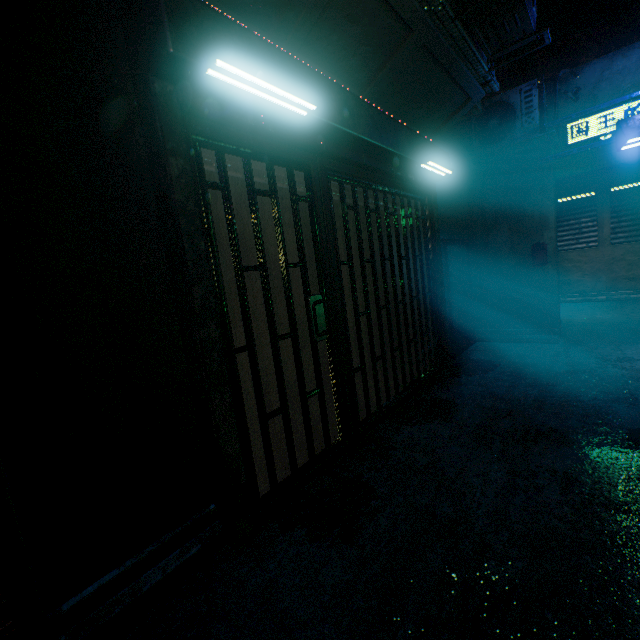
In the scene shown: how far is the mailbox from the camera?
4.8m

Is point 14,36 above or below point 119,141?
above

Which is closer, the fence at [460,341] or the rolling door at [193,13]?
the rolling door at [193,13]

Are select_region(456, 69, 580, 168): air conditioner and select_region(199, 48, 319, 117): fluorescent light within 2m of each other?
no

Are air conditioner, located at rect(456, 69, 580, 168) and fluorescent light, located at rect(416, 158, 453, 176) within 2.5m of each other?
yes

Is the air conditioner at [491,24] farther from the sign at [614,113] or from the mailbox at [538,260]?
the mailbox at [538,260]

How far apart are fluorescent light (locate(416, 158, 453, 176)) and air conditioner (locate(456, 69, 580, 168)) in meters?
1.2 m

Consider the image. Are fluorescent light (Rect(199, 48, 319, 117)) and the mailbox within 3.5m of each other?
no
